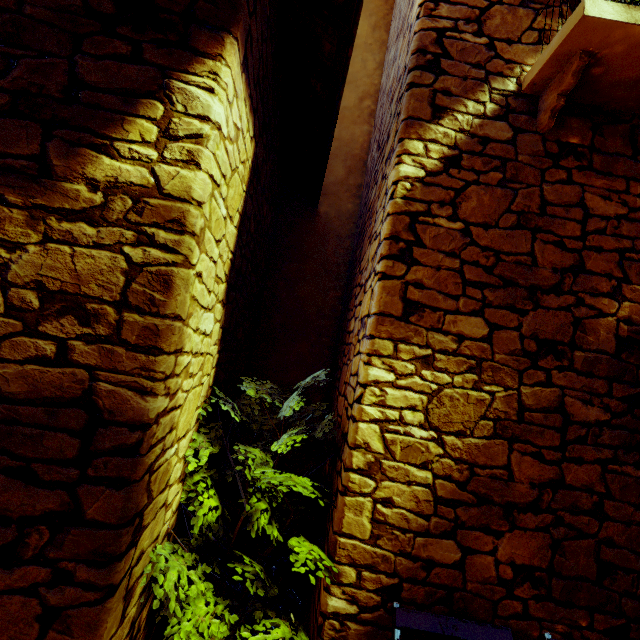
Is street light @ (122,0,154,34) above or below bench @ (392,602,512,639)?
above

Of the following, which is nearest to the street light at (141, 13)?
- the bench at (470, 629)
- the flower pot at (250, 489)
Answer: the flower pot at (250, 489)

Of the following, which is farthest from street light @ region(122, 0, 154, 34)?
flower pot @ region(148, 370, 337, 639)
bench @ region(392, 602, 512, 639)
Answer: bench @ region(392, 602, 512, 639)

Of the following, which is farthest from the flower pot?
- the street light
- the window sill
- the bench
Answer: the window sill

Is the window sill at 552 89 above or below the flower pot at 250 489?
above

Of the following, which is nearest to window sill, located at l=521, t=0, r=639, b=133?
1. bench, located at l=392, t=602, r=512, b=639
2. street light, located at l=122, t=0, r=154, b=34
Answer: street light, located at l=122, t=0, r=154, b=34

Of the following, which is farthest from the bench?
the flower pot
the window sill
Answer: the window sill

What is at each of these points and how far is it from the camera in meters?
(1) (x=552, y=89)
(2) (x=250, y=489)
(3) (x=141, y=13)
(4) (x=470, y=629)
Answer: (1) window sill, 1.9
(2) flower pot, 1.9
(3) street light, 1.3
(4) bench, 1.7
